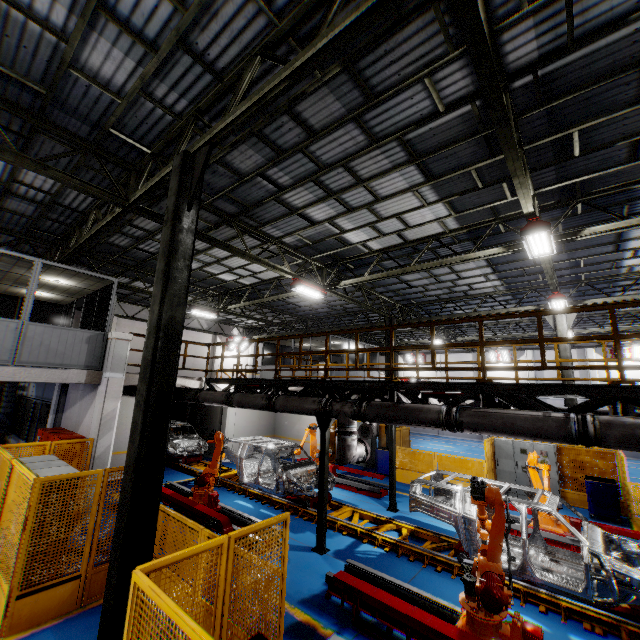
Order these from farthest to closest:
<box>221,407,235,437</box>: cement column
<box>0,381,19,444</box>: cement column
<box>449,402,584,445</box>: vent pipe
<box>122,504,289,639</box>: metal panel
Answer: <box>221,407,235,437</box>: cement column < <box>0,381,19,444</box>: cement column < <box>449,402,584,445</box>: vent pipe < <box>122,504,289,639</box>: metal panel

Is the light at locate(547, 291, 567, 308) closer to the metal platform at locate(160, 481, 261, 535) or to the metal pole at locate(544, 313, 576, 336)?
the metal pole at locate(544, 313, 576, 336)

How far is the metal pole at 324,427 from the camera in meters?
8.0 m

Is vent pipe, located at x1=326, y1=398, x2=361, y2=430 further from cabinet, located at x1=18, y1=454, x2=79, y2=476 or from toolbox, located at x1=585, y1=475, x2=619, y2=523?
toolbox, located at x1=585, y1=475, x2=619, y2=523

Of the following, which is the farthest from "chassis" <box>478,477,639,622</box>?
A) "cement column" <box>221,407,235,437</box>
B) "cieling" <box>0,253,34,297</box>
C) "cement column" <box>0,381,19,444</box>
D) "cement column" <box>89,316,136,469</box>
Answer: "cement column" <box>0,381,19,444</box>

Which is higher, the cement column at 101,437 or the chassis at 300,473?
the cement column at 101,437

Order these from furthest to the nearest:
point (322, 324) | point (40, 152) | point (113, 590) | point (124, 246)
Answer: point (322, 324), point (124, 246), point (40, 152), point (113, 590)

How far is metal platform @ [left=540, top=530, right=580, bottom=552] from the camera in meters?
8.3
